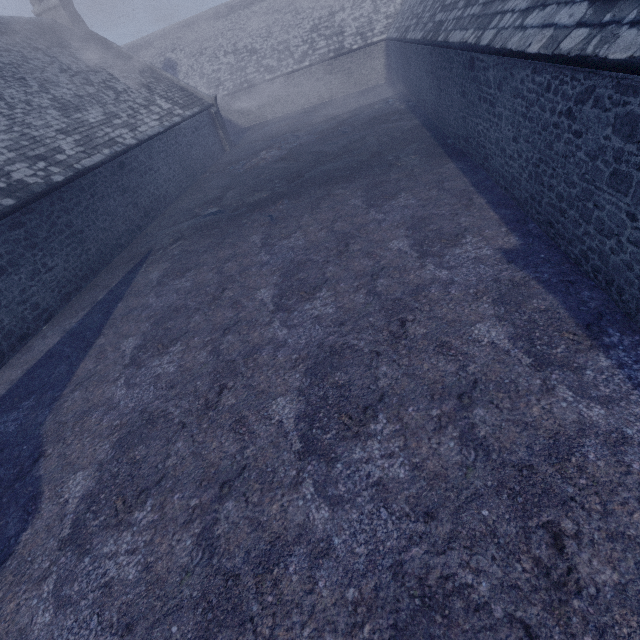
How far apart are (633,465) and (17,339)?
12.6 meters
